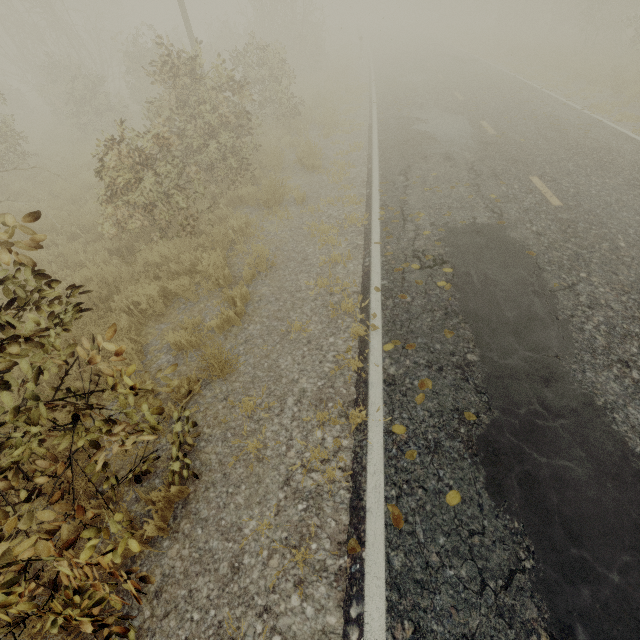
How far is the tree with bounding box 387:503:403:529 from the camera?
2.89m

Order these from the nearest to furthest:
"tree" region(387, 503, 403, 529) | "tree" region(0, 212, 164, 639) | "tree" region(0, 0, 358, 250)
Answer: "tree" region(0, 212, 164, 639) → "tree" region(387, 503, 403, 529) → "tree" region(0, 0, 358, 250)

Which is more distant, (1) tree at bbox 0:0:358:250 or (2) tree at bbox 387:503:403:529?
(1) tree at bbox 0:0:358:250

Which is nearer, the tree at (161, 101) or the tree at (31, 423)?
the tree at (31, 423)

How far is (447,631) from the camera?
2.4 meters

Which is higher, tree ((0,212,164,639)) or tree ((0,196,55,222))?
tree ((0,196,55,222))

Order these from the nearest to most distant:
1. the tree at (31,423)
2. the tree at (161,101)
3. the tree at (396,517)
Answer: the tree at (31,423) → the tree at (396,517) → the tree at (161,101)
